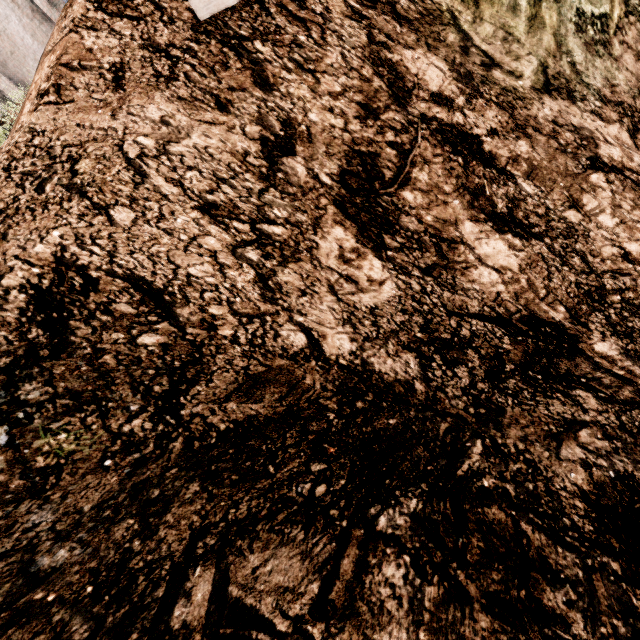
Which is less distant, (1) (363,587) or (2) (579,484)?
Answer: (1) (363,587)

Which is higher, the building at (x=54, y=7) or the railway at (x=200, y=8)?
the building at (x=54, y=7)

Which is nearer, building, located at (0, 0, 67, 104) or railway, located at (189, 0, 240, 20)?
railway, located at (189, 0, 240, 20)

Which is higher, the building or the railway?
the building

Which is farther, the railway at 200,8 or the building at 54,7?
the building at 54,7
